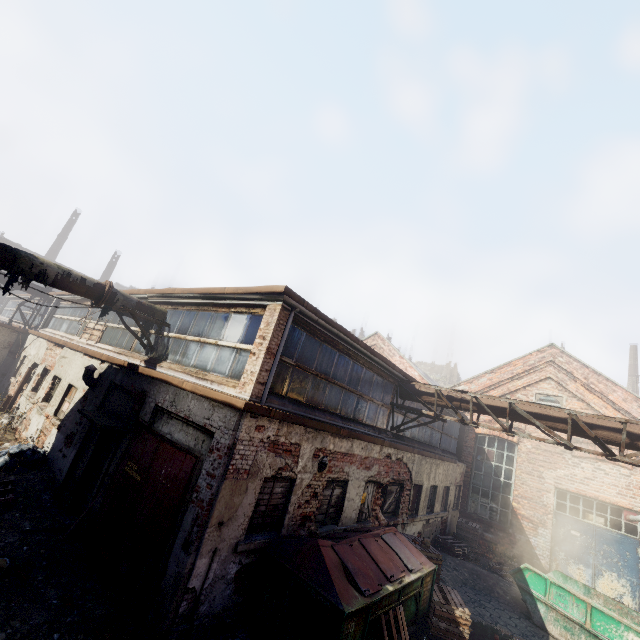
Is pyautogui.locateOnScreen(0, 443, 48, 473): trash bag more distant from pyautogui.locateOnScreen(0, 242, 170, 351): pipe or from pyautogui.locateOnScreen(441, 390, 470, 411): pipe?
pyautogui.locateOnScreen(441, 390, 470, 411): pipe

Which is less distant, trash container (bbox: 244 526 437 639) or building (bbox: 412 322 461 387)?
trash container (bbox: 244 526 437 639)

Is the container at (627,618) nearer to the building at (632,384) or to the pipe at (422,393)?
the pipe at (422,393)

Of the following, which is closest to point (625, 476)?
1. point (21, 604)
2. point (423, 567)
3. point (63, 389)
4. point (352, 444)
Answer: point (423, 567)

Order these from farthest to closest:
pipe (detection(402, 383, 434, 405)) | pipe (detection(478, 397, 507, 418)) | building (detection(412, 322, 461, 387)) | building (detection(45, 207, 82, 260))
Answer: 1. building (detection(412, 322, 461, 387))
2. building (detection(45, 207, 82, 260))
3. pipe (detection(402, 383, 434, 405))
4. pipe (detection(478, 397, 507, 418))

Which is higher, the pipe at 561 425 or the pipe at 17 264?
the pipe at 561 425

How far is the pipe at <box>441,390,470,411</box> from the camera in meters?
10.2

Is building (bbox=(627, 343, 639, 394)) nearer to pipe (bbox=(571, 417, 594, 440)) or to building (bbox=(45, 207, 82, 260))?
pipe (bbox=(571, 417, 594, 440))
